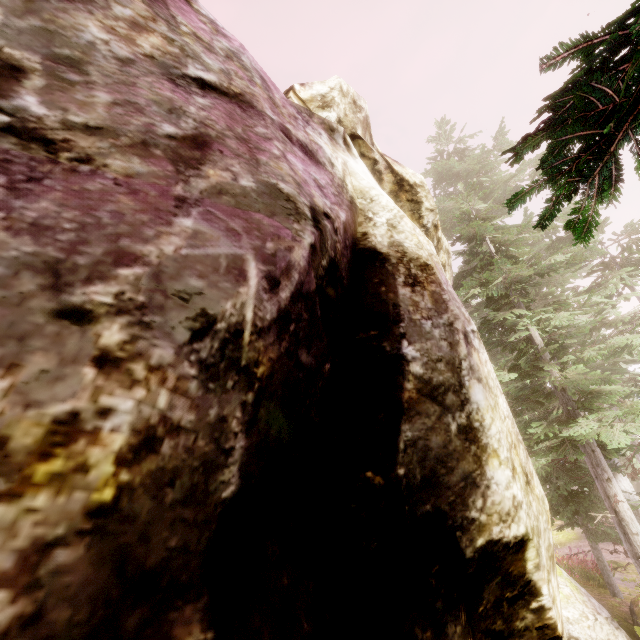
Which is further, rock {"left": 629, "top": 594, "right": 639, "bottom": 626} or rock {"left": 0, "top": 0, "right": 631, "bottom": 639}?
rock {"left": 629, "top": 594, "right": 639, "bottom": 626}

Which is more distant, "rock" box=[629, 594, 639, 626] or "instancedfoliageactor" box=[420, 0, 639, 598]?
"rock" box=[629, 594, 639, 626]

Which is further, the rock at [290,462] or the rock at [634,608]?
the rock at [634,608]

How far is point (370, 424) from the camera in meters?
2.6

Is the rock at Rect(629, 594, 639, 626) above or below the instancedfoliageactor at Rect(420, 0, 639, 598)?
below

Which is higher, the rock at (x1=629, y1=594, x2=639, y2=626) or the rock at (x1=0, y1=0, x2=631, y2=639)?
the rock at (x1=0, y1=0, x2=631, y2=639)

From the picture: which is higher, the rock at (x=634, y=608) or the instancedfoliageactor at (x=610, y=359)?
the instancedfoliageactor at (x=610, y=359)
